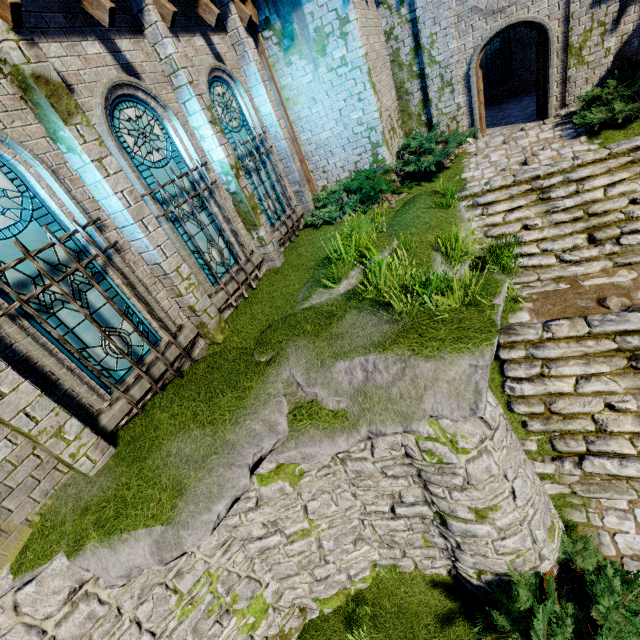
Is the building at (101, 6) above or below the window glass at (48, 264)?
above

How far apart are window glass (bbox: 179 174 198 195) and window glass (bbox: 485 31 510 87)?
15.0 meters

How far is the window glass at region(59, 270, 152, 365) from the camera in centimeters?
487cm

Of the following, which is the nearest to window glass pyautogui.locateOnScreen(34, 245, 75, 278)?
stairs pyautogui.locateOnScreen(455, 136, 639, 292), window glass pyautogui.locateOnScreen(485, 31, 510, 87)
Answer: stairs pyautogui.locateOnScreen(455, 136, 639, 292)

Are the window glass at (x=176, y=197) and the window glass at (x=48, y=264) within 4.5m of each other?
yes

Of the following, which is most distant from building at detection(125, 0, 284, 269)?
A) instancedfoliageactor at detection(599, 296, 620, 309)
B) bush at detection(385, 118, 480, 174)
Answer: instancedfoliageactor at detection(599, 296, 620, 309)

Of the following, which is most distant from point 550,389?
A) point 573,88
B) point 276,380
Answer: point 573,88

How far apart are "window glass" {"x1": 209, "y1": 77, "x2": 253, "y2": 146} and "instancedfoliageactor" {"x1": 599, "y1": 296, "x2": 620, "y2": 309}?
8.2 meters
